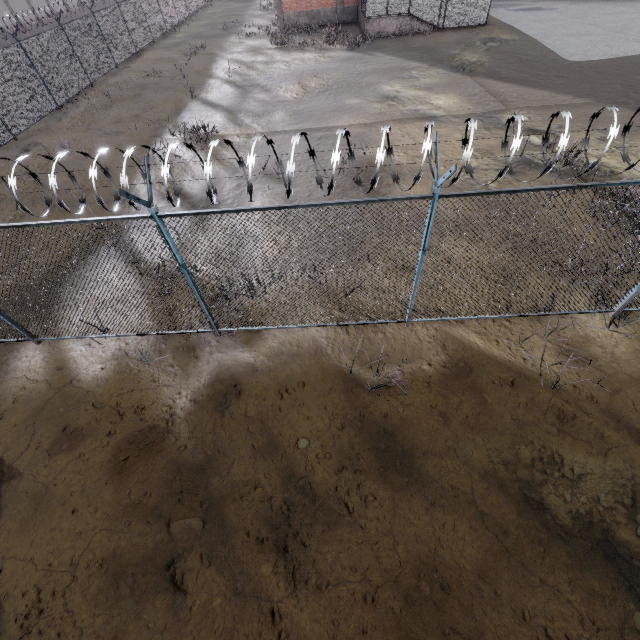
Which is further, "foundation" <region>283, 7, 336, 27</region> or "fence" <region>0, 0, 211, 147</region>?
"foundation" <region>283, 7, 336, 27</region>

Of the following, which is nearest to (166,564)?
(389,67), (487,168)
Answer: (487,168)

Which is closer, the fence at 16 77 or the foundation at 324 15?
the fence at 16 77

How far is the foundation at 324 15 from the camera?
26.4m

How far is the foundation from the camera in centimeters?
2638cm
